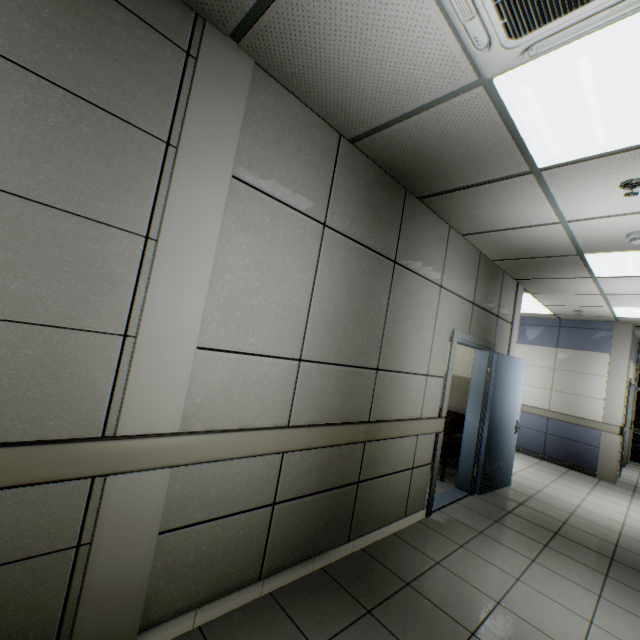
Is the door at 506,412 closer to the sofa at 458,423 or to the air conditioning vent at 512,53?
the sofa at 458,423

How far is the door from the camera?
3.83m

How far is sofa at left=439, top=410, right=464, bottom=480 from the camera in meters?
4.9 m

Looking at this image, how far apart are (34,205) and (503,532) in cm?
491

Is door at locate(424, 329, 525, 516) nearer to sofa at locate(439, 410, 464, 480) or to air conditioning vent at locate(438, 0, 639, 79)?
sofa at locate(439, 410, 464, 480)

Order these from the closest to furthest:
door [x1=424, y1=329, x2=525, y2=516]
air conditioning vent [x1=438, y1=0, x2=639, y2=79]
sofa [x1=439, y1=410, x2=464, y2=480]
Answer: air conditioning vent [x1=438, y1=0, x2=639, y2=79] < door [x1=424, y1=329, x2=525, y2=516] < sofa [x1=439, y1=410, x2=464, y2=480]

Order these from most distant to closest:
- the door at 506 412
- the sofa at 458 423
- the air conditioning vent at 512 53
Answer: the sofa at 458 423 < the door at 506 412 < the air conditioning vent at 512 53
